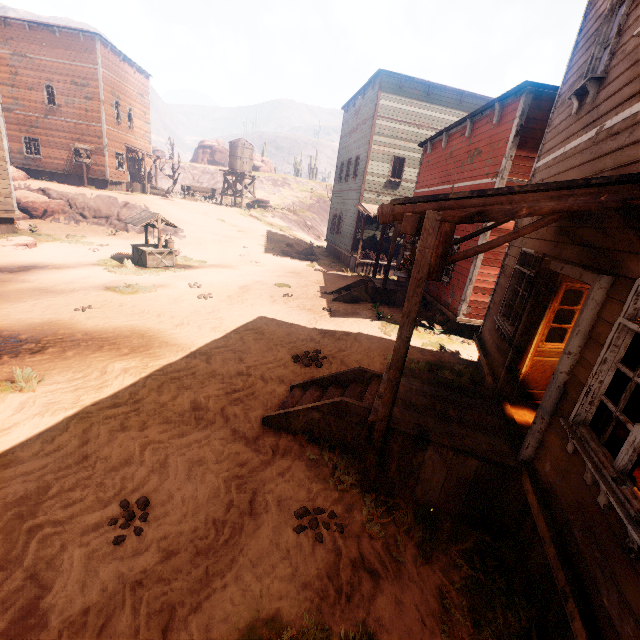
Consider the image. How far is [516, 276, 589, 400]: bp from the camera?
4.8 meters

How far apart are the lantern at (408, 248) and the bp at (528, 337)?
2.2m

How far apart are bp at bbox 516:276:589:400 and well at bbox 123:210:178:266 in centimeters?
1410cm

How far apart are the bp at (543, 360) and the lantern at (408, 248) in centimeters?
251cm

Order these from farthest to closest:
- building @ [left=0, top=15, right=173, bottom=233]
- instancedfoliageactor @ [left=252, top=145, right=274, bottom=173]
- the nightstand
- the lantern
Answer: instancedfoliageactor @ [left=252, top=145, right=274, bottom=173]
building @ [left=0, top=15, right=173, bottom=233]
the nightstand
the lantern

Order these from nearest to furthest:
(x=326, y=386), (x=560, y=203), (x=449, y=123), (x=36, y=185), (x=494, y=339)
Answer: (x=560, y=203) < (x=326, y=386) < (x=494, y=339) < (x=449, y=123) < (x=36, y=185)

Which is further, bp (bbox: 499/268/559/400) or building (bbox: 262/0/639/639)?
bp (bbox: 499/268/559/400)

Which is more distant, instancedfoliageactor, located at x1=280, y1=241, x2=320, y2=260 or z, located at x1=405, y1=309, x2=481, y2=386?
instancedfoliageactor, located at x1=280, y1=241, x2=320, y2=260
